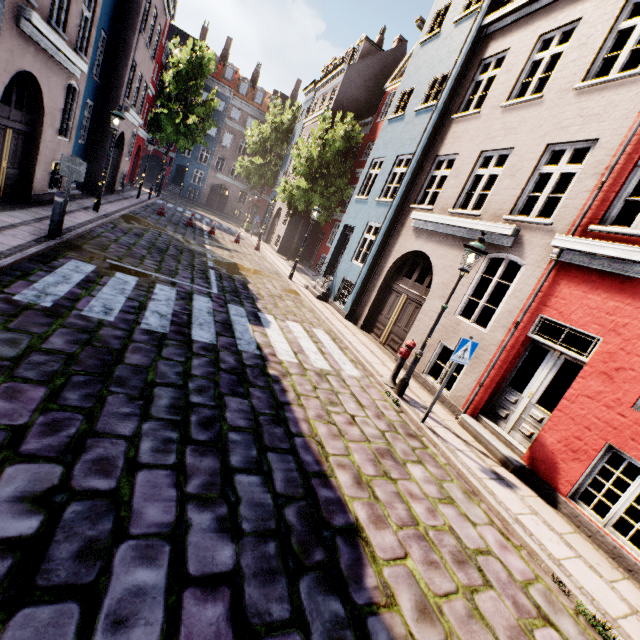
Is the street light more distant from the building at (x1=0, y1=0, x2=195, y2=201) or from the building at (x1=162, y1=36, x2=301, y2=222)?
the building at (x1=0, y1=0, x2=195, y2=201)

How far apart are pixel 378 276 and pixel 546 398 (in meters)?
6.36

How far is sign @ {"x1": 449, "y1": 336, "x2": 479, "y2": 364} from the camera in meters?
5.9

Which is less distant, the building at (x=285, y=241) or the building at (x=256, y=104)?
the building at (x=285, y=241)

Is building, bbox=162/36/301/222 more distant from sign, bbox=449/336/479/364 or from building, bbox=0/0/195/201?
building, bbox=0/0/195/201

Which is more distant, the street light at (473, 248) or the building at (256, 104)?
the building at (256, 104)

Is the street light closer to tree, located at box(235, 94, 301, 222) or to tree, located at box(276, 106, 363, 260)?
tree, located at box(276, 106, 363, 260)

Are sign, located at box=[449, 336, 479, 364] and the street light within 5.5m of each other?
yes
